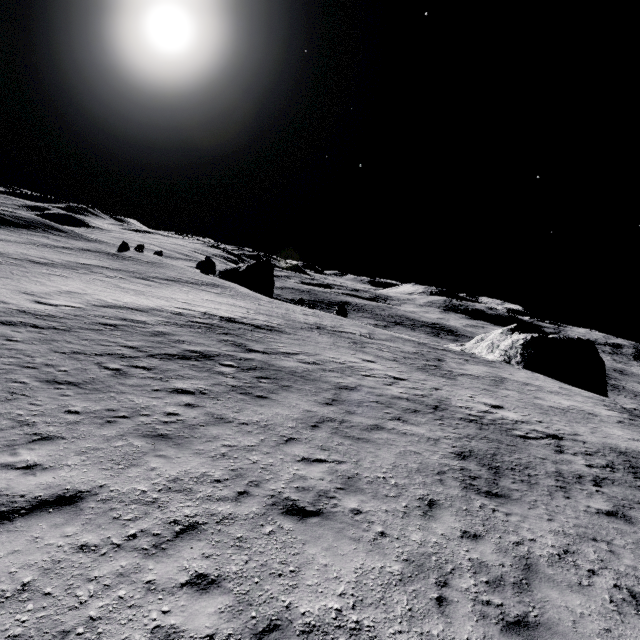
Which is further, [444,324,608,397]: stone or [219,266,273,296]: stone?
[219,266,273,296]: stone

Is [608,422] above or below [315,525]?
above

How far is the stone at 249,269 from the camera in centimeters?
5641cm

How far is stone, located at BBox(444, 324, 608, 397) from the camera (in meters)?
35.50

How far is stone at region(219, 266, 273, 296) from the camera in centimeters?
5641cm

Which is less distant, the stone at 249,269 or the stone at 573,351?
the stone at 573,351
